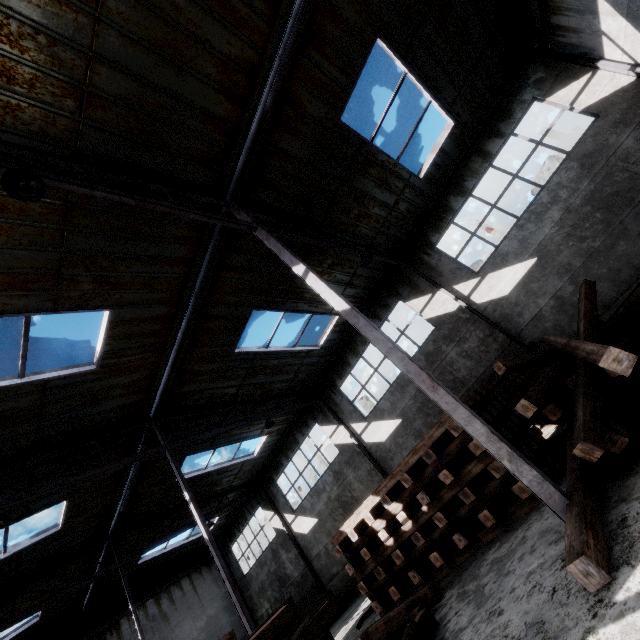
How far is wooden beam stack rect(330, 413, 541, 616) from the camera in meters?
6.0

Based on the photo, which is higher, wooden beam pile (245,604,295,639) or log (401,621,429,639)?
wooden beam pile (245,604,295,639)

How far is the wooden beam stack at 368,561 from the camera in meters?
6.0

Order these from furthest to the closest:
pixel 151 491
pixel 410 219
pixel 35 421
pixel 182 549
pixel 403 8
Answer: pixel 182 549, pixel 151 491, pixel 410 219, pixel 35 421, pixel 403 8

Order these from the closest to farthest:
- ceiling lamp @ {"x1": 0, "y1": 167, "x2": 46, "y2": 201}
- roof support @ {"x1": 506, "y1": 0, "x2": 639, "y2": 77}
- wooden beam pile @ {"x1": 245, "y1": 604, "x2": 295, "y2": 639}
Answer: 1. ceiling lamp @ {"x1": 0, "y1": 167, "x2": 46, "y2": 201}
2. wooden beam pile @ {"x1": 245, "y1": 604, "x2": 295, "y2": 639}
3. roof support @ {"x1": 506, "y1": 0, "x2": 639, "y2": 77}

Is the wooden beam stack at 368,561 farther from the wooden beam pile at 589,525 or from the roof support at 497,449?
the roof support at 497,449

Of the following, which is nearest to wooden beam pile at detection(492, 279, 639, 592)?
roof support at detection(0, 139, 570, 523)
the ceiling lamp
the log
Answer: roof support at detection(0, 139, 570, 523)

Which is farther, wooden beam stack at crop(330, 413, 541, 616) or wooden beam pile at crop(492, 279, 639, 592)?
wooden beam stack at crop(330, 413, 541, 616)
